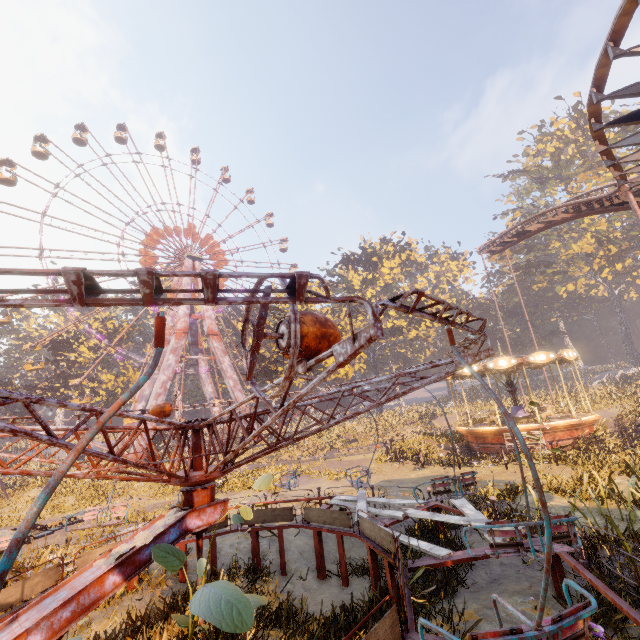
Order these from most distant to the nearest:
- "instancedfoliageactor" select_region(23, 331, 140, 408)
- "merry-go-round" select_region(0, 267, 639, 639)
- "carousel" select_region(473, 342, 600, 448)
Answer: "instancedfoliageactor" select_region(23, 331, 140, 408)
"carousel" select_region(473, 342, 600, 448)
"merry-go-round" select_region(0, 267, 639, 639)

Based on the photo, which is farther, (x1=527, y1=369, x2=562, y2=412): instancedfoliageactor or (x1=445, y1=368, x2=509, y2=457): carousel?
(x1=527, y1=369, x2=562, y2=412): instancedfoliageactor

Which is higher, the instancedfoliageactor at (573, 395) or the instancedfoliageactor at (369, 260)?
the instancedfoliageactor at (369, 260)

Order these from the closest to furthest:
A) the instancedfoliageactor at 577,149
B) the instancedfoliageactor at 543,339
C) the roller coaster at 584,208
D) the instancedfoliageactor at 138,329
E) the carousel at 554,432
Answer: the roller coaster at 584,208 < the carousel at 554,432 < the instancedfoliageactor at 577,149 < the instancedfoliageactor at 138,329 < the instancedfoliageactor at 543,339

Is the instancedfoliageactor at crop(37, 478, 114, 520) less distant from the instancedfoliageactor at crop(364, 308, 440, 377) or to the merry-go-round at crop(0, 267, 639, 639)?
the merry-go-round at crop(0, 267, 639, 639)

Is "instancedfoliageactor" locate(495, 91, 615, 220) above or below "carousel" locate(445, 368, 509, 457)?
above

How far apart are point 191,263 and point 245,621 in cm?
4767

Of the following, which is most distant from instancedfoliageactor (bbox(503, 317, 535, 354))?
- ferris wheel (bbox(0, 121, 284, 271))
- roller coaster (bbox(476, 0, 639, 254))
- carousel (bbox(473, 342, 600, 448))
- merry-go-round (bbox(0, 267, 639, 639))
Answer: merry-go-round (bbox(0, 267, 639, 639))
